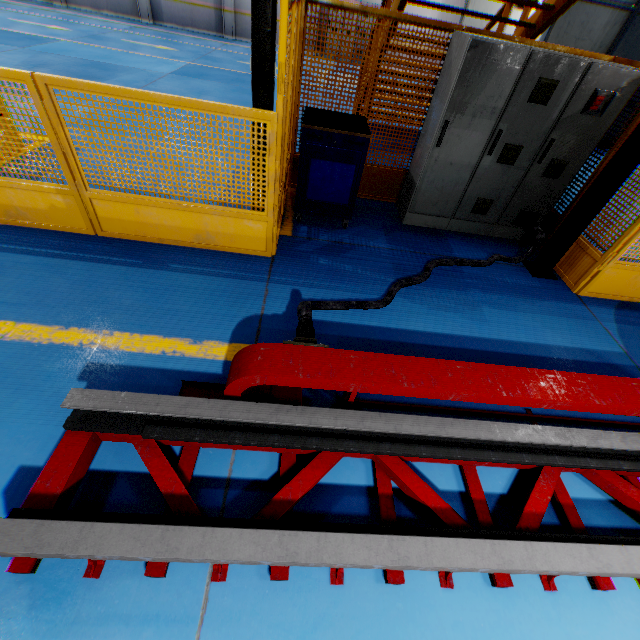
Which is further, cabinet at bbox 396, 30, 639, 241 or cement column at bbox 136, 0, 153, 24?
cement column at bbox 136, 0, 153, 24

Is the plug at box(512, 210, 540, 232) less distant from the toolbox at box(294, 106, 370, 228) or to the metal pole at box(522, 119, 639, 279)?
the metal pole at box(522, 119, 639, 279)

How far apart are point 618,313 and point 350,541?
4.55m

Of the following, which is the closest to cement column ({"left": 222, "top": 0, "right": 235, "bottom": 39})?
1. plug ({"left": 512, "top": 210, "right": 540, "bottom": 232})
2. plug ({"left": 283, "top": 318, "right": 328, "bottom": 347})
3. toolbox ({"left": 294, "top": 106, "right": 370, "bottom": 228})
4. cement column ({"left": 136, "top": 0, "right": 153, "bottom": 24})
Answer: cement column ({"left": 136, "top": 0, "right": 153, "bottom": 24})

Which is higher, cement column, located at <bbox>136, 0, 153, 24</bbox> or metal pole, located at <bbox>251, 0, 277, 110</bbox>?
metal pole, located at <bbox>251, 0, 277, 110</bbox>

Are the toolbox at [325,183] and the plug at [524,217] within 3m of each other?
yes

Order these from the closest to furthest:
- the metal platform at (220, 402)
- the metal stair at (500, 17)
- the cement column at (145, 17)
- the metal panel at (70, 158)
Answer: the metal platform at (220, 402), the metal panel at (70, 158), the metal stair at (500, 17), the cement column at (145, 17)

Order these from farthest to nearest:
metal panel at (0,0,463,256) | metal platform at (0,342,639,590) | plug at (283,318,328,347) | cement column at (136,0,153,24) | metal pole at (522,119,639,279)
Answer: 1. cement column at (136,0,153,24)
2. metal pole at (522,119,639,279)
3. metal panel at (0,0,463,256)
4. plug at (283,318,328,347)
5. metal platform at (0,342,639,590)
